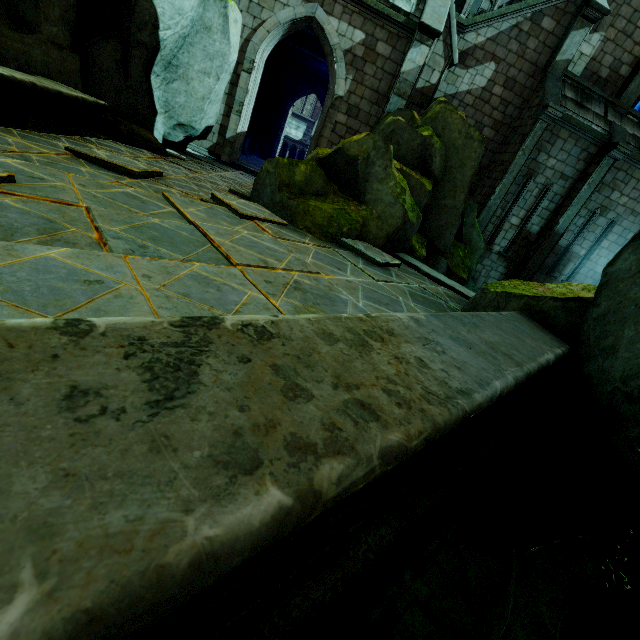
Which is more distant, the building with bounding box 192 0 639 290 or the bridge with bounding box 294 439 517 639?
the building with bounding box 192 0 639 290

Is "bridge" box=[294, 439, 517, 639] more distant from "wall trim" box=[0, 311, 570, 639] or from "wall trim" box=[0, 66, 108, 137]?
"wall trim" box=[0, 66, 108, 137]

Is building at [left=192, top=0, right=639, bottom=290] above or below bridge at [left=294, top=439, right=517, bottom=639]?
above

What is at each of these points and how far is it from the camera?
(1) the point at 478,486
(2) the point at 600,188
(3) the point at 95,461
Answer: (1) bridge, 2.8m
(2) building, 13.0m
(3) wall trim, 0.6m

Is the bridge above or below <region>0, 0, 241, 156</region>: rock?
below

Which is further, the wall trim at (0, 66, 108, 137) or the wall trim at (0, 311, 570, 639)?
the wall trim at (0, 66, 108, 137)

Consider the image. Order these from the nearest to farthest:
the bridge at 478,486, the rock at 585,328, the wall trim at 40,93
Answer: the bridge at 478,486 < the rock at 585,328 < the wall trim at 40,93

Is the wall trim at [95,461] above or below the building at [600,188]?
below
